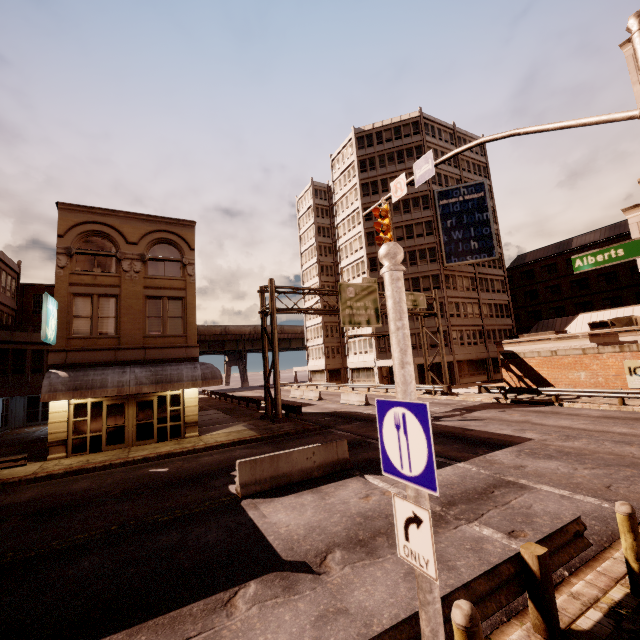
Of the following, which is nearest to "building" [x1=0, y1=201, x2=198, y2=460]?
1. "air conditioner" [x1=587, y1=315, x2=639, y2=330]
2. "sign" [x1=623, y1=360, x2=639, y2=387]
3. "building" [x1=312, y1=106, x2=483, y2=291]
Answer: "building" [x1=312, y1=106, x2=483, y2=291]

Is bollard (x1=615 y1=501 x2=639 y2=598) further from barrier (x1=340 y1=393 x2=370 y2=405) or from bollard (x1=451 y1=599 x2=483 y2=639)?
barrier (x1=340 y1=393 x2=370 y2=405)

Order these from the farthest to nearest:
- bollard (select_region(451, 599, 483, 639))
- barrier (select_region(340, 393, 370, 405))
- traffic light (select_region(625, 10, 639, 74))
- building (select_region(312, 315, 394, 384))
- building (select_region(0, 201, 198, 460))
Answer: building (select_region(312, 315, 394, 384)), barrier (select_region(340, 393, 370, 405)), building (select_region(0, 201, 198, 460)), traffic light (select_region(625, 10, 639, 74)), bollard (select_region(451, 599, 483, 639))

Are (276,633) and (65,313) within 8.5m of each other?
no

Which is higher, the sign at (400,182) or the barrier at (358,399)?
the sign at (400,182)

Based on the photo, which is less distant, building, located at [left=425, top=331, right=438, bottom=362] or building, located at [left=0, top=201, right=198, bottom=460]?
building, located at [left=0, top=201, right=198, bottom=460]

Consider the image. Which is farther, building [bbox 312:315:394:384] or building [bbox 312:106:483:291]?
building [bbox 312:106:483:291]

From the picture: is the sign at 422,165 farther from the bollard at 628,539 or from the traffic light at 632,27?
the bollard at 628,539
